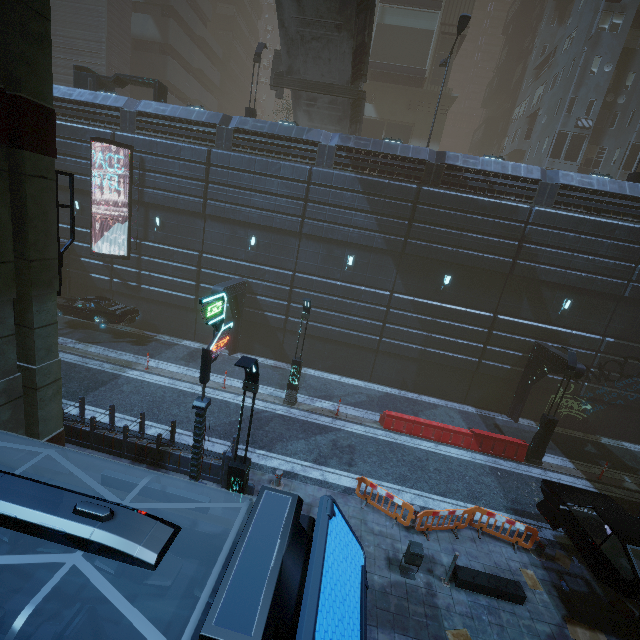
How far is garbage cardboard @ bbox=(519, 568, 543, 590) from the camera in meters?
9.3 m

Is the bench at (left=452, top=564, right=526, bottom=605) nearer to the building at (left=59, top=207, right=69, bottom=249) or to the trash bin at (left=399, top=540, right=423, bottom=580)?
the trash bin at (left=399, top=540, right=423, bottom=580)

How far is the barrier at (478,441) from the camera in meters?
15.2

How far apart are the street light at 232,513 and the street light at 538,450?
13.4m

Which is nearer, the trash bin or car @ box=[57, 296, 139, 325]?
the trash bin

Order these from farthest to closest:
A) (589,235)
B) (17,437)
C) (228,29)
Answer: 1. (228,29)
2. (589,235)
3. (17,437)

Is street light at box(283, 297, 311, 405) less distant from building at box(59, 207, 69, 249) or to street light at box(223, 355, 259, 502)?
building at box(59, 207, 69, 249)

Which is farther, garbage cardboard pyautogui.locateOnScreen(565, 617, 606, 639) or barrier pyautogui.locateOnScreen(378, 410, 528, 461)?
barrier pyautogui.locateOnScreen(378, 410, 528, 461)
